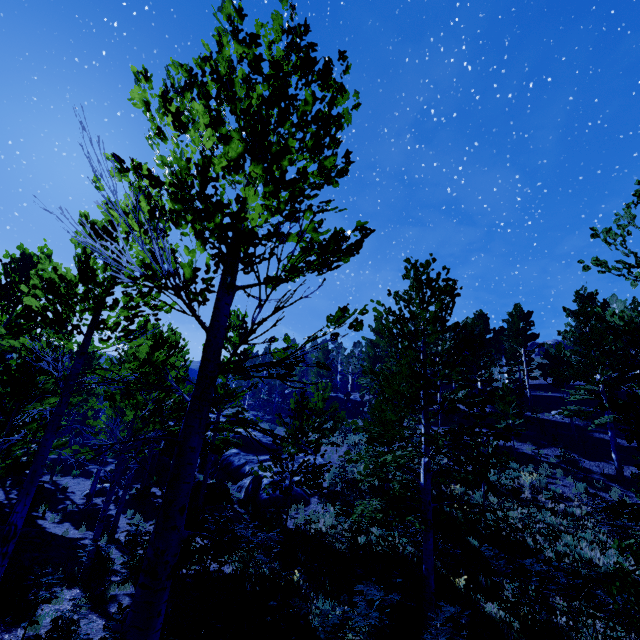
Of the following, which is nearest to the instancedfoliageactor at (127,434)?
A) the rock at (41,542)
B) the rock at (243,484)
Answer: the rock at (243,484)

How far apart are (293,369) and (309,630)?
4.1 meters

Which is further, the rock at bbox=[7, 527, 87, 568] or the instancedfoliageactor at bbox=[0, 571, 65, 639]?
the rock at bbox=[7, 527, 87, 568]

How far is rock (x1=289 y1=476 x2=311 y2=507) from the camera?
16.9 meters

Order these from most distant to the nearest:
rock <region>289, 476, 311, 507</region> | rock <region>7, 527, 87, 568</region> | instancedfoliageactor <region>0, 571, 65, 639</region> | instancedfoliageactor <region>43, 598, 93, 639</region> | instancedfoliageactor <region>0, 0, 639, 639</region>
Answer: rock <region>289, 476, 311, 507</region> → rock <region>7, 527, 87, 568</region> → instancedfoliageactor <region>0, 571, 65, 639</region> → instancedfoliageactor <region>43, 598, 93, 639</region> → instancedfoliageactor <region>0, 0, 639, 639</region>

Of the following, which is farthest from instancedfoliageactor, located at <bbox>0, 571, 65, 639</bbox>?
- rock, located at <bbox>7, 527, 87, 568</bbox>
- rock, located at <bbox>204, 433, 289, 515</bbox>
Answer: rock, located at <bbox>7, 527, 87, 568</bbox>
